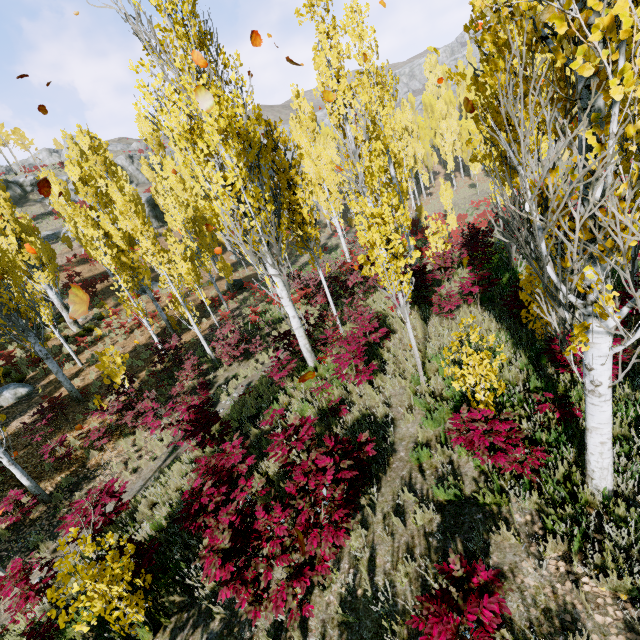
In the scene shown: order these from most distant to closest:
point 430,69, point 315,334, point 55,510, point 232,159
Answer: point 430,69 < point 315,334 < point 55,510 < point 232,159

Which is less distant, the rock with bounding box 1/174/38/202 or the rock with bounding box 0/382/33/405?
the rock with bounding box 0/382/33/405

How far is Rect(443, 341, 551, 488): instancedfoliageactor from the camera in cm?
400

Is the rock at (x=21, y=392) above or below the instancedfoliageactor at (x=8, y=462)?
above

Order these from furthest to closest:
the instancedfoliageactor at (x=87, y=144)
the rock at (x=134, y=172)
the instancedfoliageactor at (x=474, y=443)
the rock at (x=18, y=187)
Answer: the rock at (x=134, y=172) < the rock at (x=18, y=187) < the instancedfoliageactor at (x=474, y=443) < the instancedfoliageactor at (x=87, y=144)

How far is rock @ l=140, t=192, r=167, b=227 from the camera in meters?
40.3 m

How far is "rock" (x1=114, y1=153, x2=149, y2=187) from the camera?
56.6 meters

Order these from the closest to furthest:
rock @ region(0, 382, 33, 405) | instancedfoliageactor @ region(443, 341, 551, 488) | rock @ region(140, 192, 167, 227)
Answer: instancedfoliageactor @ region(443, 341, 551, 488), rock @ region(0, 382, 33, 405), rock @ region(140, 192, 167, 227)
